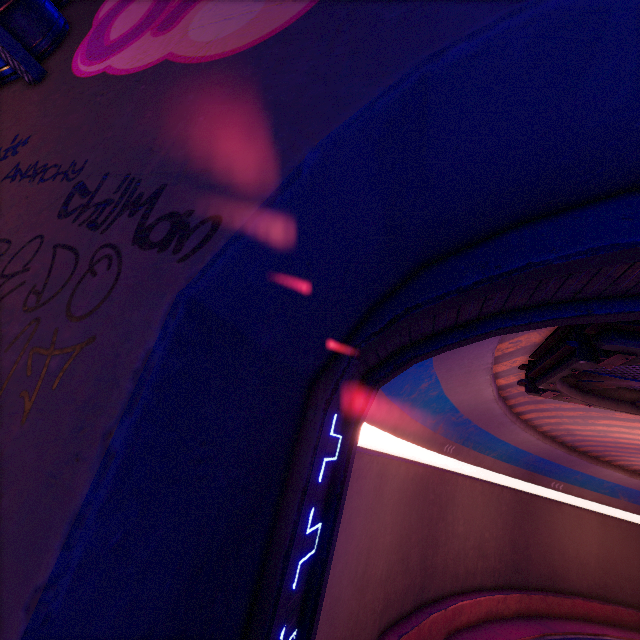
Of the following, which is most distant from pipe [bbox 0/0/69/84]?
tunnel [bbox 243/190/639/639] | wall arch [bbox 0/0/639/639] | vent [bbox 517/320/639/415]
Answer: vent [bbox 517/320/639/415]

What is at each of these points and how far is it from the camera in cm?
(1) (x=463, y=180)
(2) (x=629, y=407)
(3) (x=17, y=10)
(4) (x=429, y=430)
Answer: (1) wall arch, 313
(2) vent, 978
(3) pipe, 382
(4) tunnel, 1437

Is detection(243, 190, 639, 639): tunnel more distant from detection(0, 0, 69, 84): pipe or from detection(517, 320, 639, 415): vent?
detection(0, 0, 69, 84): pipe

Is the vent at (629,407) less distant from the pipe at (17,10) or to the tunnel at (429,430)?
the tunnel at (429,430)

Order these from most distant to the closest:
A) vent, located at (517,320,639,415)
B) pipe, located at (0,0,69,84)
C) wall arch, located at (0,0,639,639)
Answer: vent, located at (517,320,639,415) < pipe, located at (0,0,69,84) < wall arch, located at (0,0,639,639)

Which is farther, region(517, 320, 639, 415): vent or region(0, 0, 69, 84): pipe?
region(517, 320, 639, 415): vent

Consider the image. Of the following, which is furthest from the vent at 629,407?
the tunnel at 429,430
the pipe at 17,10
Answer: the pipe at 17,10

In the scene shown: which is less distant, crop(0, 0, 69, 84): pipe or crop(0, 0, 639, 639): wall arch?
A: crop(0, 0, 639, 639): wall arch
